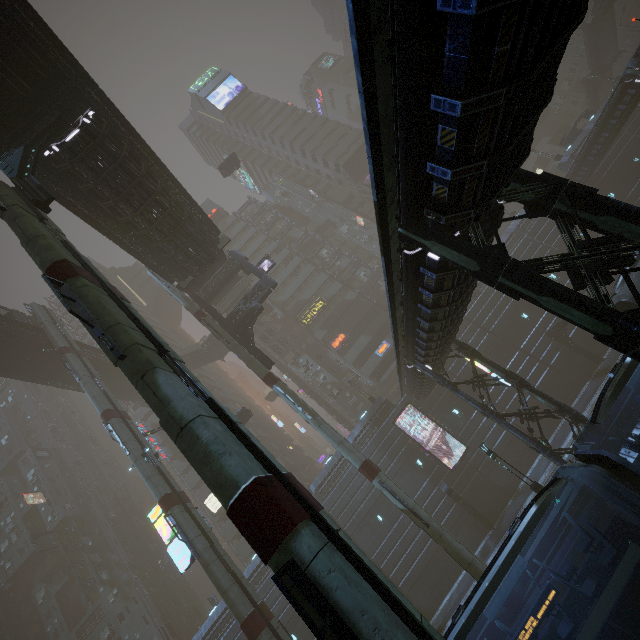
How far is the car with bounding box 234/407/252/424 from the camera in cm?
3169

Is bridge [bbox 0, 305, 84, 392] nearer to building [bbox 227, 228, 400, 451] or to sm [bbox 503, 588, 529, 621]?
sm [bbox 503, 588, 529, 621]

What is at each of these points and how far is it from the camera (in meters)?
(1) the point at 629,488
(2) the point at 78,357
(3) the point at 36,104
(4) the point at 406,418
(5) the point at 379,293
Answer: (1) train, 7.78
(2) sm, 29.88
(3) bridge, 14.53
(4) building, 31.84
(5) building, 51.66

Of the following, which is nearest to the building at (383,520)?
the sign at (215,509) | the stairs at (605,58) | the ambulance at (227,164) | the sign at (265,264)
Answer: the sign at (215,509)

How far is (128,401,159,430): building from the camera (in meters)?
51.69

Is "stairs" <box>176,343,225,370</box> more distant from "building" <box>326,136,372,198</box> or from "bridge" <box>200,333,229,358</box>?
"building" <box>326,136,372,198</box>

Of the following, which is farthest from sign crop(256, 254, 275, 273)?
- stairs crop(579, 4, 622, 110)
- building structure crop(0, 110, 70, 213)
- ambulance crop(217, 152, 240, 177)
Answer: stairs crop(579, 4, 622, 110)

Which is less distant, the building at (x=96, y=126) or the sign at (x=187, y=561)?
the building at (x=96, y=126)
